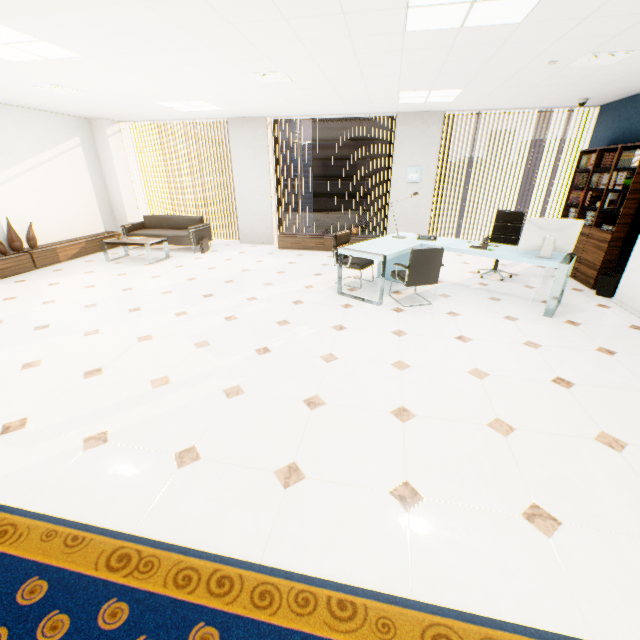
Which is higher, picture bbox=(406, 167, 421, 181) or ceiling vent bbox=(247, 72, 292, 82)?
ceiling vent bbox=(247, 72, 292, 82)

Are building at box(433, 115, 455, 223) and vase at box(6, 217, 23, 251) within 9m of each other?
no

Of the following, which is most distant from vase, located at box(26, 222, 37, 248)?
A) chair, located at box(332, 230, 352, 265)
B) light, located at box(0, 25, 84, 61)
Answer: chair, located at box(332, 230, 352, 265)

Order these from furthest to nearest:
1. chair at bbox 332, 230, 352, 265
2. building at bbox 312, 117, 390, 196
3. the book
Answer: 1. building at bbox 312, 117, 390, 196
2. chair at bbox 332, 230, 352, 265
3. the book

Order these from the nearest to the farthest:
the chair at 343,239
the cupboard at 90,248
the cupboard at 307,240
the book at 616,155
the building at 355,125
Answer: the book at 616,155, the chair at 343,239, the cupboard at 90,248, the cupboard at 307,240, the building at 355,125

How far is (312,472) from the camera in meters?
2.1

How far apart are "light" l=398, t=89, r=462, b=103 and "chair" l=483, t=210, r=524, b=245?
2.1 meters

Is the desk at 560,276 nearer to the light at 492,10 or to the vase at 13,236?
the light at 492,10
